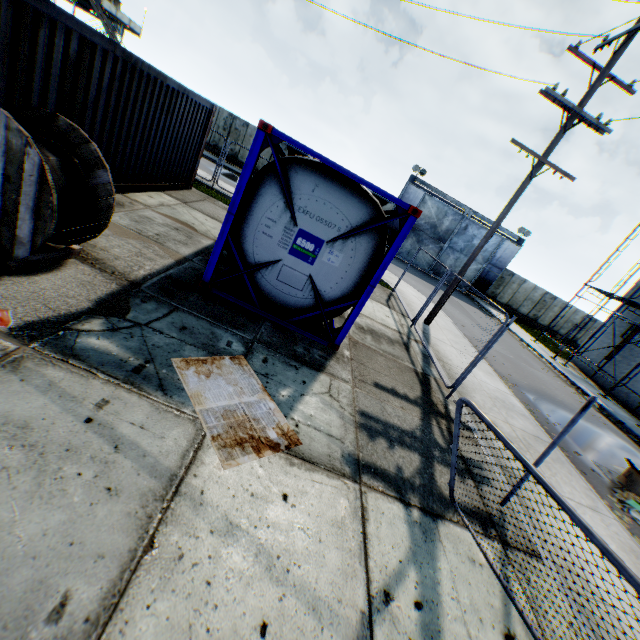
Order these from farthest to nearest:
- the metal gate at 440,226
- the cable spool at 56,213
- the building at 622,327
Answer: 1. the metal gate at 440,226
2. the building at 622,327
3. the cable spool at 56,213

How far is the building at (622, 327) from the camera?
19.70m

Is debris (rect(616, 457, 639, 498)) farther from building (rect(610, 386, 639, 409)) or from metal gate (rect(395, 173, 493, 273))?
metal gate (rect(395, 173, 493, 273))

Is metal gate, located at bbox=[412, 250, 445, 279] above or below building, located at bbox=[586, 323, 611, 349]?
below

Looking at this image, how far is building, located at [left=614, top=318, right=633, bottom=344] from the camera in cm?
1970

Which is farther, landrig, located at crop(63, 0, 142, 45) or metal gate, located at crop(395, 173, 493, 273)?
landrig, located at crop(63, 0, 142, 45)

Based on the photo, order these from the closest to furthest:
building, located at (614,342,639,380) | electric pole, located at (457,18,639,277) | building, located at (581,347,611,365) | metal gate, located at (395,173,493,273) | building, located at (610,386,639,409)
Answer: electric pole, located at (457,18,639,277) < building, located at (610,386,639,409) < building, located at (614,342,639,380) < building, located at (581,347,611,365) < metal gate, located at (395,173,493,273)

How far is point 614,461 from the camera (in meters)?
9.45
